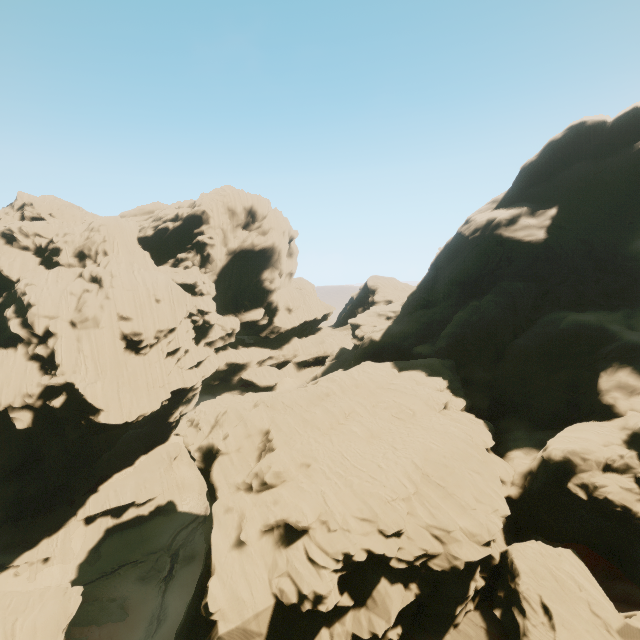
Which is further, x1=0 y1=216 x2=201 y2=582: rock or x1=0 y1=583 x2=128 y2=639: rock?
x1=0 y1=216 x2=201 y2=582: rock

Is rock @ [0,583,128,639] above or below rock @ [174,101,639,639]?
below

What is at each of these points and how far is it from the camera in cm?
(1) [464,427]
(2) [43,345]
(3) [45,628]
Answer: (1) rock, 2759
(2) rock, 4381
(3) rock, 2461

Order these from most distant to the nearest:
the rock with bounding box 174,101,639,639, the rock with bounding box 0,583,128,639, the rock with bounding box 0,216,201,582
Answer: the rock with bounding box 0,216,201,582 → the rock with bounding box 0,583,128,639 → the rock with bounding box 174,101,639,639

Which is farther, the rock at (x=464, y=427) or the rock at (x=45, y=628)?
the rock at (x=45, y=628)
